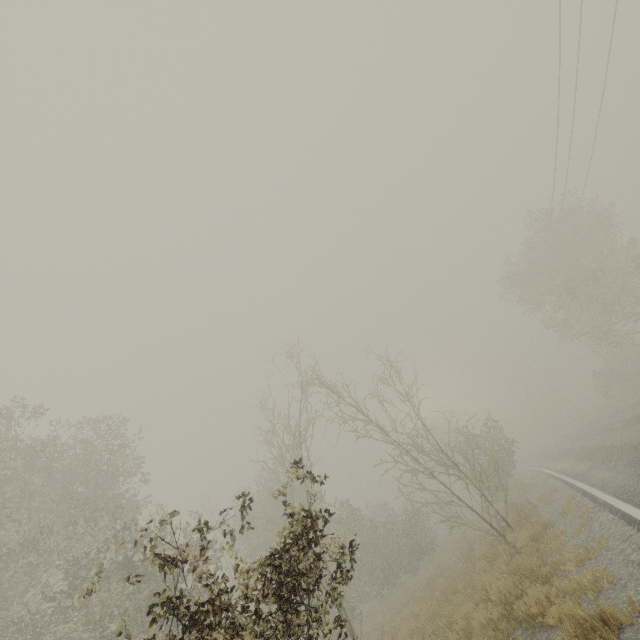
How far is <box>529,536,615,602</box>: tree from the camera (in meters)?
5.09

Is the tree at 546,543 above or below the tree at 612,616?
above

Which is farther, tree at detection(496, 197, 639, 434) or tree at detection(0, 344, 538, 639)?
tree at detection(496, 197, 639, 434)

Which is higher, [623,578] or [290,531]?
[290,531]

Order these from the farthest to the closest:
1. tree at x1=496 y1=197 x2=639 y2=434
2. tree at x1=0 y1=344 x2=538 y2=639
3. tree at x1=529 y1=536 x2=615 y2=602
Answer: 1. tree at x1=496 y1=197 x2=639 y2=434
2. tree at x1=529 y1=536 x2=615 y2=602
3. tree at x1=0 y1=344 x2=538 y2=639

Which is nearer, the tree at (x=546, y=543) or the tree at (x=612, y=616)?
the tree at (x=612, y=616)

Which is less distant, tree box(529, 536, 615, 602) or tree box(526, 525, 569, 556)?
tree box(529, 536, 615, 602)
